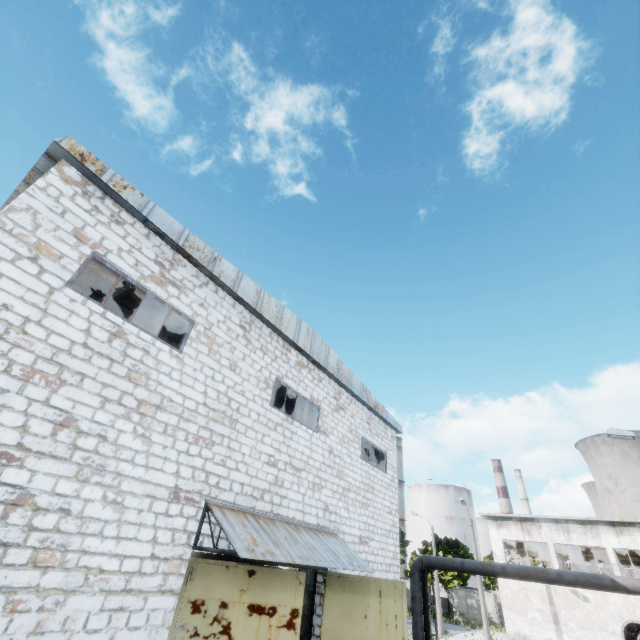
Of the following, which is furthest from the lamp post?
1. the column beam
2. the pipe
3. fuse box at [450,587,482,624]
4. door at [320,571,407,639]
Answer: fuse box at [450,587,482,624]

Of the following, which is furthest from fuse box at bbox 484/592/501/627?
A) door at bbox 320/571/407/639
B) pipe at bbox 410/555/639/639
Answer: door at bbox 320/571/407/639

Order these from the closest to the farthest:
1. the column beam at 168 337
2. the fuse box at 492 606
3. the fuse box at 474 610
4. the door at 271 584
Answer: the door at 271 584 → the column beam at 168 337 → the fuse box at 492 606 → the fuse box at 474 610

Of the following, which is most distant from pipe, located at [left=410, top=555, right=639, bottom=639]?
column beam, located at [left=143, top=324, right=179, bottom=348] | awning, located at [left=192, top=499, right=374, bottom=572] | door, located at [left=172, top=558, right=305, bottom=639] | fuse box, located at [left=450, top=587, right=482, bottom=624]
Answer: fuse box, located at [left=450, top=587, right=482, bottom=624]

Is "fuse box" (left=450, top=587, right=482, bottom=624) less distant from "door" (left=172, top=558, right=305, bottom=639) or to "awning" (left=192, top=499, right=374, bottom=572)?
"awning" (left=192, top=499, right=374, bottom=572)

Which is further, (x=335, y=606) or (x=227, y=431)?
(x=335, y=606)

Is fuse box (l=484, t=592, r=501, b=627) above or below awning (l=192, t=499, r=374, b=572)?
below

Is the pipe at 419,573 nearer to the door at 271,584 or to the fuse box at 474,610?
the door at 271,584
